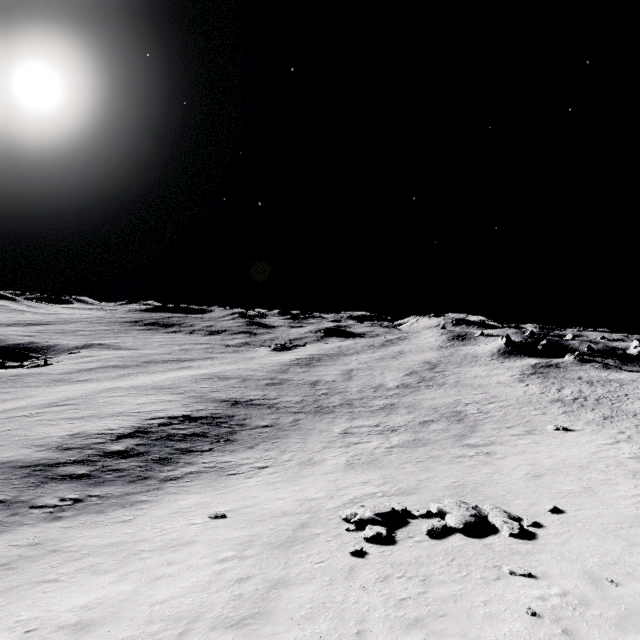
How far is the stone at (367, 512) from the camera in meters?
11.5

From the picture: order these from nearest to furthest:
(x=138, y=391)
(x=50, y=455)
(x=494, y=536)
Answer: (x=494, y=536) < (x=50, y=455) < (x=138, y=391)

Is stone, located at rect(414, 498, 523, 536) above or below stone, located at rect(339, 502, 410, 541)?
above

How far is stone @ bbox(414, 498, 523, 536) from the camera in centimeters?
1138cm

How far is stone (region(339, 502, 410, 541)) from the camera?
11.5m

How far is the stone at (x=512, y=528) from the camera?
11.4 meters
